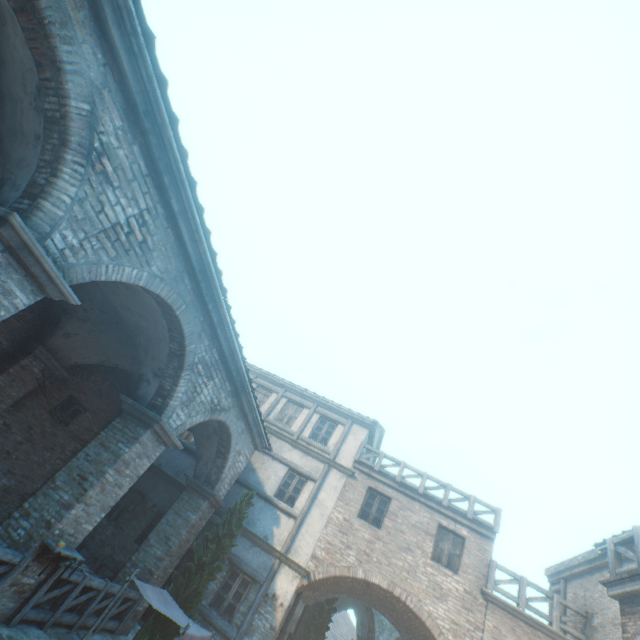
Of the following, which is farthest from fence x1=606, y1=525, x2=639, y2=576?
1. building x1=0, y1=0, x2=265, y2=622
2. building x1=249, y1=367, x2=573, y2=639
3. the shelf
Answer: the shelf

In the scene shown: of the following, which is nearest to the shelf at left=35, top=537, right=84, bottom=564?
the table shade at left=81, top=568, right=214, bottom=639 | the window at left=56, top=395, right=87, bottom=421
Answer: the table shade at left=81, top=568, right=214, bottom=639

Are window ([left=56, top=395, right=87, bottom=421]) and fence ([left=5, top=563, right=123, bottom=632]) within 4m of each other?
no

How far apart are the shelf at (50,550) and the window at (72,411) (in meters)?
5.93

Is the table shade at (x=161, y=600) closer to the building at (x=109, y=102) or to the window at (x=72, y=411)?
the window at (x=72, y=411)

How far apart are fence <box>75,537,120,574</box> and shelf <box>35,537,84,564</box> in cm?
455

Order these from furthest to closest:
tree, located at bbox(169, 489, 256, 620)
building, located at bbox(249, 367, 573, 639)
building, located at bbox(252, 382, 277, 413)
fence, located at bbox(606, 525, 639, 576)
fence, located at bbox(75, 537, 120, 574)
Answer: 1. building, located at bbox(252, 382, 277, 413)
2. building, located at bbox(249, 367, 573, 639)
3. fence, located at bbox(75, 537, 120, 574)
4. tree, located at bbox(169, 489, 256, 620)
5. fence, located at bbox(606, 525, 639, 576)

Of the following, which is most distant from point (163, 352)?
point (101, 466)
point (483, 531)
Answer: point (483, 531)
